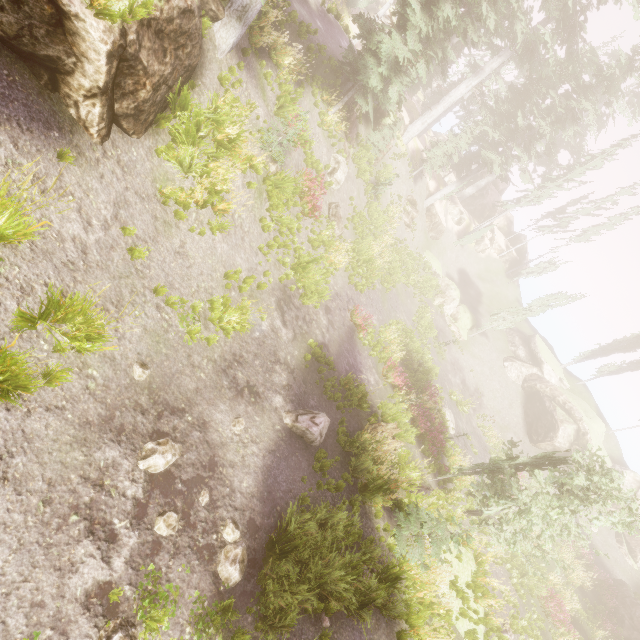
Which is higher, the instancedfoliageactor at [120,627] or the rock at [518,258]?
the rock at [518,258]

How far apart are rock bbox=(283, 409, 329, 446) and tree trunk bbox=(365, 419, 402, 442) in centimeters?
264cm

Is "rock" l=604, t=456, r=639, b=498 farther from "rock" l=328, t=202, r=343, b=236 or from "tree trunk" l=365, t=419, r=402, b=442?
"rock" l=328, t=202, r=343, b=236

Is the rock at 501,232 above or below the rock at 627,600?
above

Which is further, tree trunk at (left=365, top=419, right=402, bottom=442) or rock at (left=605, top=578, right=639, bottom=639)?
rock at (left=605, top=578, right=639, bottom=639)

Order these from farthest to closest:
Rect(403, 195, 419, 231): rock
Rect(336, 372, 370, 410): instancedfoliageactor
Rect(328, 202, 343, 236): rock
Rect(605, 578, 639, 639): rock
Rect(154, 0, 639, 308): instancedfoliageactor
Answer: Rect(403, 195, 419, 231): rock < Rect(605, 578, 639, 639): rock < Rect(328, 202, 343, 236): rock < Rect(336, 372, 370, 410): instancedfoliageactor < Rect(154, 0, 639, 308): instancedfoliageactor

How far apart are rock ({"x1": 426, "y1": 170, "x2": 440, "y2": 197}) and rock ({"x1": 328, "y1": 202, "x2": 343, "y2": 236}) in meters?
19.5

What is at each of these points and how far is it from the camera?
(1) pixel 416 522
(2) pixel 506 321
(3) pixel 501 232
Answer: (1) instancedfoliageactor, 9.7 meters
(2) instancedfoliageactor, 32.1 meters
(3) rock, 45.8 meters
